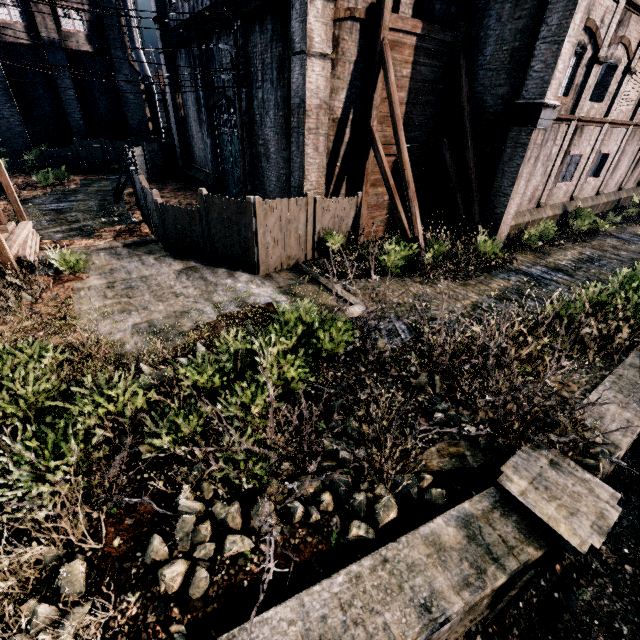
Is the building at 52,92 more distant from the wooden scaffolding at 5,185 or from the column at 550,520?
the column at 550,520

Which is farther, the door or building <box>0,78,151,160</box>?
→ building <box>0,78,151,160</box>

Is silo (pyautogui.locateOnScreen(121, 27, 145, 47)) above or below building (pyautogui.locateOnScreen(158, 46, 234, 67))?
above

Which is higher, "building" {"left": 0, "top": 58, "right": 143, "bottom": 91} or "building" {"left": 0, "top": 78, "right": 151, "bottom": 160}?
"building" {"left": 0, "top": 58, "right": 143, "bottom": 91}

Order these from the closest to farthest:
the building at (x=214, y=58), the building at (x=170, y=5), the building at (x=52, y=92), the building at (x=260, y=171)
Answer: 1. the building at (x=260, y=171)
2. the building at (x=170, y=5)
3. the building at (x=214, y=58)
4. the building at (x=52, y=92)

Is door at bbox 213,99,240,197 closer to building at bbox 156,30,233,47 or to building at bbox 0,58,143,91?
building at bbox 156,30,233,47

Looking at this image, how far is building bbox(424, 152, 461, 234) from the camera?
18.4m

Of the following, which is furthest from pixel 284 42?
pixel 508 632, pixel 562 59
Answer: pixel 508 632
